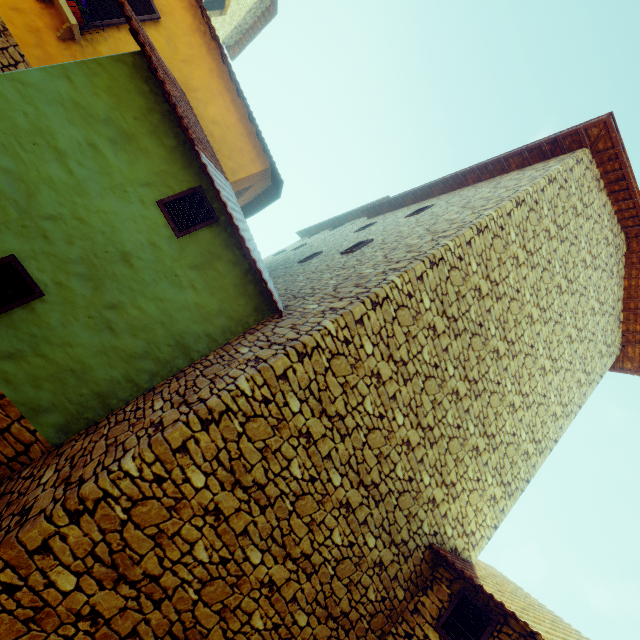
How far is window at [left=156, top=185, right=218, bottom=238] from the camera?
4.7 meters

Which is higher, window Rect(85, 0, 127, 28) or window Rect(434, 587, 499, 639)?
window Rect(85, 0, 127, 28)

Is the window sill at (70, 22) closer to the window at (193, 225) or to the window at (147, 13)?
the window at (147, 13)

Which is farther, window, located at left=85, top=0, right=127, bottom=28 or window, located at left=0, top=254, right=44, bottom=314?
window, located at left=85, top=0, right=127, bottom=28

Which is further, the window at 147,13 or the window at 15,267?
the window at 147,13

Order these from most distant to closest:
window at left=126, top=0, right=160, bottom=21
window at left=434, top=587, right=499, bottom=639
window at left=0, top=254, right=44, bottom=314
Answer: window at left=126, top=0, right=160, bottom=21 → window at left=434, top=587, right=499, bottom=639 → window at left=0, top=254, right=44, bottom=314

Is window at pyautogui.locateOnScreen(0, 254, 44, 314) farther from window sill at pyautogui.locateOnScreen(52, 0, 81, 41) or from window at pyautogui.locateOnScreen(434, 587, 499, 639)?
window at pyautogui.locateOnScreen(434, 587, 499, 639)

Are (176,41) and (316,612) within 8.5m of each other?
no
